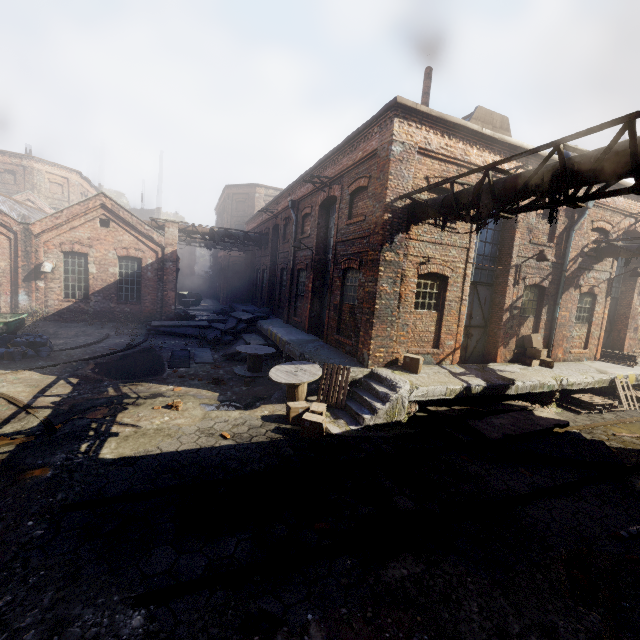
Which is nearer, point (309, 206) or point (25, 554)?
point (25, 554)

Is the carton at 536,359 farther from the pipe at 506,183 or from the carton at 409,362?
the carton at 409,362

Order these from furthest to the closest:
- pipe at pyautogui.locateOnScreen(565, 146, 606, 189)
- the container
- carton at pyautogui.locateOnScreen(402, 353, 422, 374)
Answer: the container
carton at pyautogui.locateOnScreen(402, 353, 422, 374)
pipe at pyautogui.locateOnScreen(565, 146, 606, 189)

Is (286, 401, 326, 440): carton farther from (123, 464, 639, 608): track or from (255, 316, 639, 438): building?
(123, 464, 639, 608): track

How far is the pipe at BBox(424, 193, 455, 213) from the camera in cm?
804

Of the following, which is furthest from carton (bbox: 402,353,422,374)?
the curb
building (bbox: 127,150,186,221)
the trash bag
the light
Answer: building (bbox: 127,150,186,221)

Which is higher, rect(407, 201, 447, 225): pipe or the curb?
rect(407, 201, 447, 225): pipe

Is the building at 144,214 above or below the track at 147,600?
above
